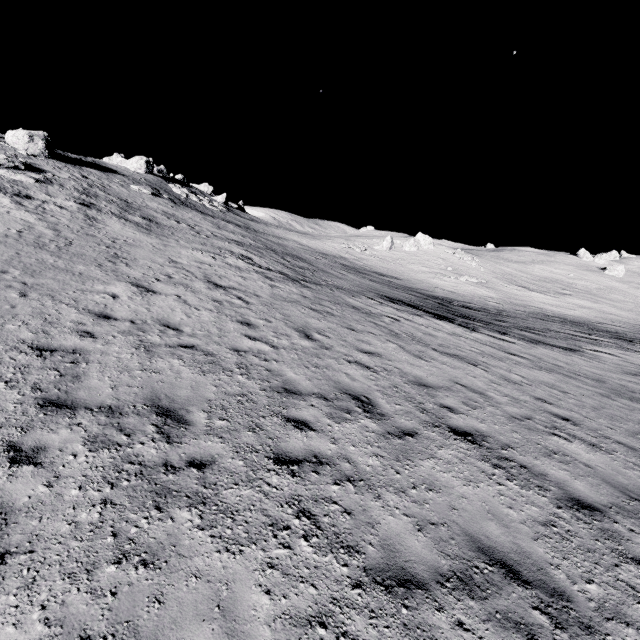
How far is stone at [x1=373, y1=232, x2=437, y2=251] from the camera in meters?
50.8

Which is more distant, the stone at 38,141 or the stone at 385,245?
the stone at 385,245

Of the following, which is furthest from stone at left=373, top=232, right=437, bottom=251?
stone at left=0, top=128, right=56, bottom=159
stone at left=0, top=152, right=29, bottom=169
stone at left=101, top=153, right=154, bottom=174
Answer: stone at left=0, top=152, right=29, bottom=169

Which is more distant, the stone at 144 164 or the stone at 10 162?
the stone at 144 164

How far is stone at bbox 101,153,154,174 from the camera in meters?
45.6

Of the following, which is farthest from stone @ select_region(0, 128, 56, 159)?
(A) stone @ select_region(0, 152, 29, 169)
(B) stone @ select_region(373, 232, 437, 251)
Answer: (B) stone @ select_region(373, 232, 437, 251)

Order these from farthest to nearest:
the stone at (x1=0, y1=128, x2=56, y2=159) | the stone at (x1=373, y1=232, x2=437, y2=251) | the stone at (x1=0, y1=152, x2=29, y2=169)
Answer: the stone at (x1=373, y1=232, x2=437, y2=251) < the stone at (x1=0, y1=128, x2=56, y2=159) < the stone at (x1=0, y1=152, x2=29, y2=169)

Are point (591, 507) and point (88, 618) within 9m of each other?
yes
